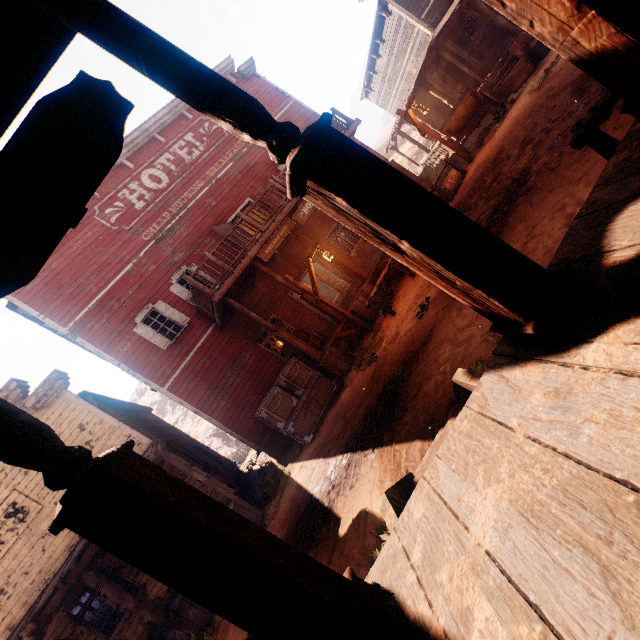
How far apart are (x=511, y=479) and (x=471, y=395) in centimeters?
68cm

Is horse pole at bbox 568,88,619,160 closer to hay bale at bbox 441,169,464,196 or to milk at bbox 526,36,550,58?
hay bale at bbox 441,169,464,196

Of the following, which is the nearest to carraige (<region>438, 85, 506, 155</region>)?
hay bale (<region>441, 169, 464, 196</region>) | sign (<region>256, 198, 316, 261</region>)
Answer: hay bale (<region>441, 169, 464, 196</region>)

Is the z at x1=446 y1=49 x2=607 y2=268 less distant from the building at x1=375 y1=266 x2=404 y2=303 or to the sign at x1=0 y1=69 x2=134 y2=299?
the building at x1=375 y1=266 x2=404 y2=303

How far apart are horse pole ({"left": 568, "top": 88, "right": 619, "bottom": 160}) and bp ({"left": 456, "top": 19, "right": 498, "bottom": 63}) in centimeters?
1464cm

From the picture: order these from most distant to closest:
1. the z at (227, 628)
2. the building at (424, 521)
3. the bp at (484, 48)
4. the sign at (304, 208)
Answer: the bp at (484, 48) → the sign at (304, 208) → the z at (227, 628) → the building at (424, 521)

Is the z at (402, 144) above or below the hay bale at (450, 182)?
above

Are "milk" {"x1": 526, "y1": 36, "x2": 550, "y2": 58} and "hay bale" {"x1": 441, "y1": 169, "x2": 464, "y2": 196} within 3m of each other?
no
